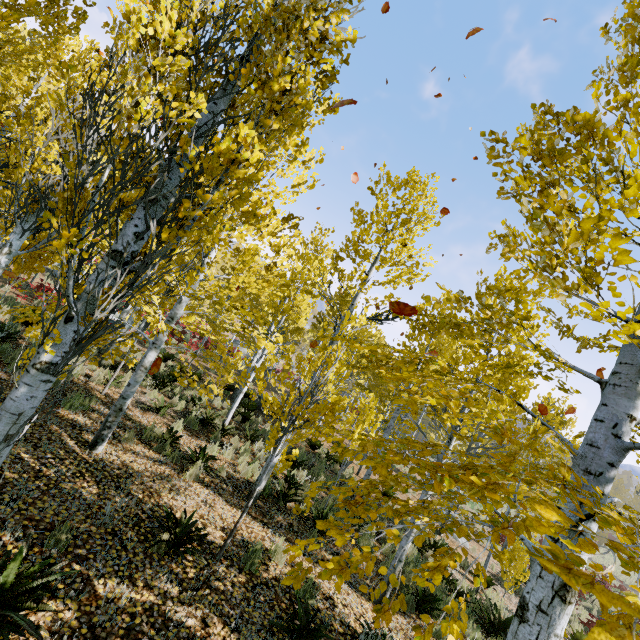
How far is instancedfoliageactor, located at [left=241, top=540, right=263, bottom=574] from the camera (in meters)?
5.03

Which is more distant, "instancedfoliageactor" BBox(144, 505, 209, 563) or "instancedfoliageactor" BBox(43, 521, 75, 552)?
"instancedfoliageactor" BBox(144, 505, 209, 563)

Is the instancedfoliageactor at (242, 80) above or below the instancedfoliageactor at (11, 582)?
above

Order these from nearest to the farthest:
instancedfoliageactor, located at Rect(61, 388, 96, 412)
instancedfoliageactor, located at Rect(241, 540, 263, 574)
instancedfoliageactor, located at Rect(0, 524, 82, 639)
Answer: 1. instancedfoliageactor, located at Rect(0, 524, 82, 639)
2. instancedfoliageactor, located at Rect(241, 540, 263, 574)
3. instancedfoliageactor, located at Rect(61, 388, 96, 412)

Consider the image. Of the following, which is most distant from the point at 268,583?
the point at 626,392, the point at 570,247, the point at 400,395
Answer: the point at 400,395
